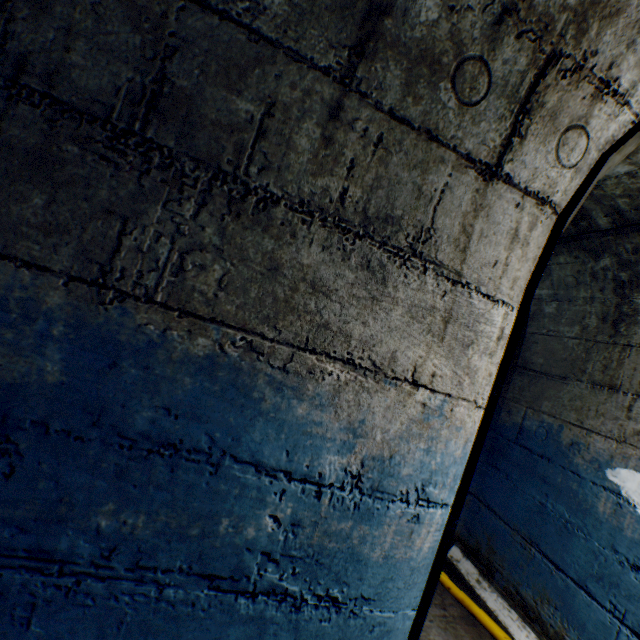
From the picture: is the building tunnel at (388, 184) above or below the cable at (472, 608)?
above

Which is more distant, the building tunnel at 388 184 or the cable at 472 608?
the cable at 472 608

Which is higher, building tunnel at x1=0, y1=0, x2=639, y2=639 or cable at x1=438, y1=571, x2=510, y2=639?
building tunnel at x1=0, y1=0, x2=639, y2=639

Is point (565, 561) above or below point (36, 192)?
below

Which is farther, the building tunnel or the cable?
the cable
